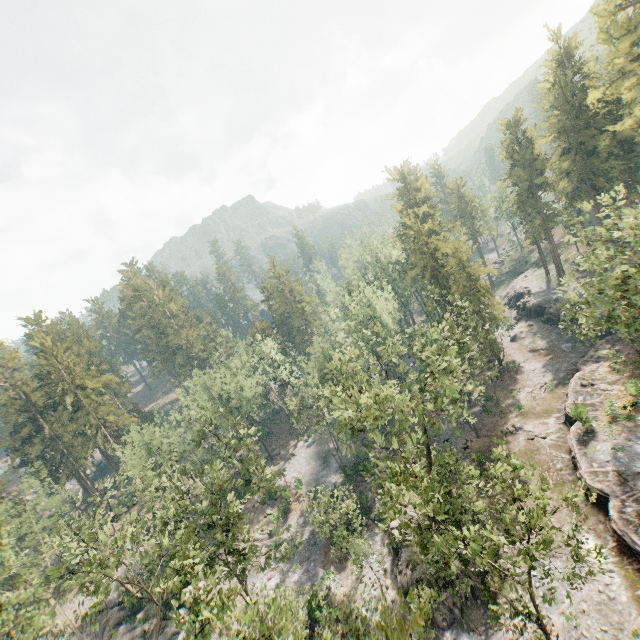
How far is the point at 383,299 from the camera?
46.12m

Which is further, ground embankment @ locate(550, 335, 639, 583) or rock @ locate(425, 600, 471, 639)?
rock @ locate(425, 600, 471, 639)

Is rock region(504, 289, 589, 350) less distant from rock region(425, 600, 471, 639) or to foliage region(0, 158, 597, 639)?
foliage region(0, 158, 597, 639)

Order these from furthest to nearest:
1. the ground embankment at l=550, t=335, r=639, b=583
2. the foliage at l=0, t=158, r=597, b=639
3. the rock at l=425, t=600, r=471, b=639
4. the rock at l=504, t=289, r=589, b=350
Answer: the rock at l=504, t=289, r=589, b=350 → the rock at l=425, t=600, r=471, b=639 → the ground embankment at l=550, t=335, r=639, b=583 → the foliage at l=0, t=158, r=597, b=639

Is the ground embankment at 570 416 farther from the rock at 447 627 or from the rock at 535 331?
the rock at 447 627

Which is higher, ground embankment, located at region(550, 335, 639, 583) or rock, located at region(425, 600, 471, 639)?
ground embankment, located at region(550, 335, 639, 583)

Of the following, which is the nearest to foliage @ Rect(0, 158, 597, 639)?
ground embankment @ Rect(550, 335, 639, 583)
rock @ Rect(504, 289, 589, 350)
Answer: ground embankment @ Rect(550, 335, 639, 583)

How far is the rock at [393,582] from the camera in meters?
27.4 m
